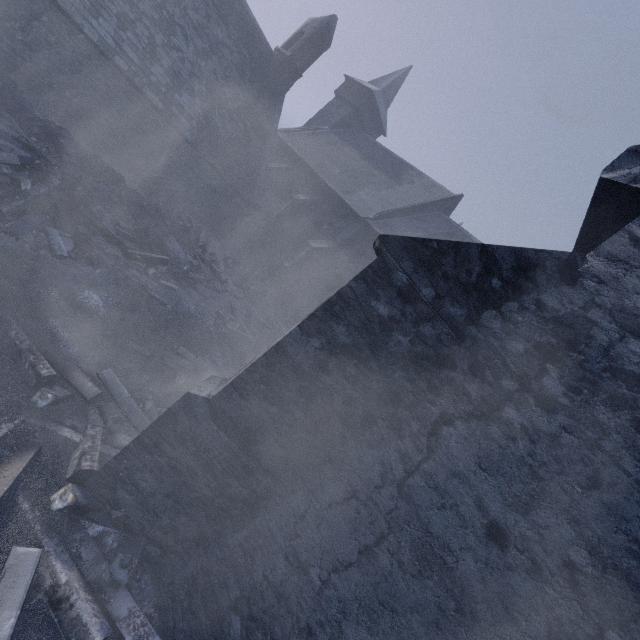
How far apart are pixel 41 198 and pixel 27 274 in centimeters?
295cm

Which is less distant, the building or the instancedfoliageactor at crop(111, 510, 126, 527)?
the building

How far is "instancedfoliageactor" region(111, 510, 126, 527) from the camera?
3.6 meters

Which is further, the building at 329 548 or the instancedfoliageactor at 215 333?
the instancedfoliageactor at 215 333

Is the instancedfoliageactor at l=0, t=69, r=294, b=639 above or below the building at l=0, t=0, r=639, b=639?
below
